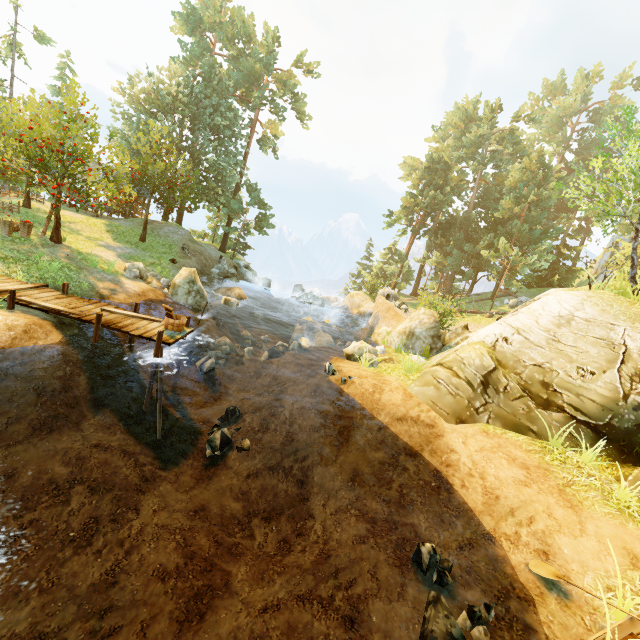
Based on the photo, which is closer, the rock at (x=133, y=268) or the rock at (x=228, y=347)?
the rock at (x=228, y=347)

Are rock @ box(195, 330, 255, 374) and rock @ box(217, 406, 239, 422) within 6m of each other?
yes

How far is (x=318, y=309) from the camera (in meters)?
26.02

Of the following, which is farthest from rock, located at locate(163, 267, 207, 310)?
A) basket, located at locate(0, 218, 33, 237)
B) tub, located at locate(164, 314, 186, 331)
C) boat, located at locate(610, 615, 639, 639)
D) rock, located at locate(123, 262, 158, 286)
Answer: boat, located at locate(610, 615, 639, 639)

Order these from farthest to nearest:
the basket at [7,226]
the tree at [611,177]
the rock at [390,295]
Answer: the rock at [390,295]
the basket at [7,226]
the tree at [611,177]

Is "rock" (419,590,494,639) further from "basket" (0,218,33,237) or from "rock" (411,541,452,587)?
"basket" (0,218,33,237)

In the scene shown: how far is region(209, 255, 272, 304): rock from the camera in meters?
27.7 m

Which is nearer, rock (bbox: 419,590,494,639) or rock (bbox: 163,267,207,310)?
rock (bbox: 419,590,494,639)
